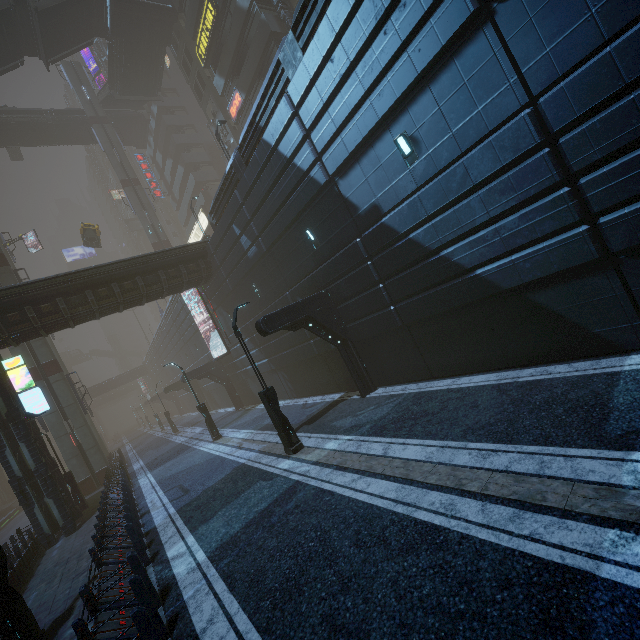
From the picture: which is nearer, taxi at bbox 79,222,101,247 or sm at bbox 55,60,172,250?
taxi at bbox 79,222,101,247

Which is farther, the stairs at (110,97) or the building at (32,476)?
the stairs at (110,97)

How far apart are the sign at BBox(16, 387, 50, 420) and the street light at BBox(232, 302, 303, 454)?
12.2m

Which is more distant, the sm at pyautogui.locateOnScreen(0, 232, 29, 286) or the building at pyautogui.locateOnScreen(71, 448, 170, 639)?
the sm at pyautogui.locateOnScreen(0, 232, 29, 286)

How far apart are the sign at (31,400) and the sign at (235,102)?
25.5m

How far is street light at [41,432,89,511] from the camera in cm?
1889

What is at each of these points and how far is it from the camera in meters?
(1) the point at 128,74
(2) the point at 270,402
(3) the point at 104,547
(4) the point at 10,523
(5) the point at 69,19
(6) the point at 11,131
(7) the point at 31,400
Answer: (1) bridge, 36.0 m
(2) street light, 11.3 m
(3) building, 9.1 m
(4) train rail, 37.0 m
(5) stairs, 27.9 m
(6) bridge, 38.9 m
(7) sign, 15.9 m

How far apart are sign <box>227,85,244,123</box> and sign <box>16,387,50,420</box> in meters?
25.5
